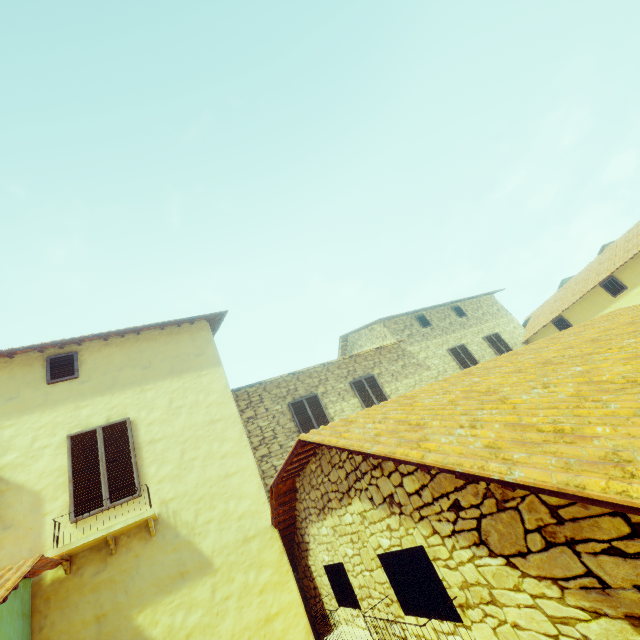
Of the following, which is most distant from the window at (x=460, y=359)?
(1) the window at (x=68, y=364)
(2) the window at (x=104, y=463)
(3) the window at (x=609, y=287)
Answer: (1) the window at (x=68, y=364)

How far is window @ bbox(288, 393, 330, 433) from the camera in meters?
10.3 m

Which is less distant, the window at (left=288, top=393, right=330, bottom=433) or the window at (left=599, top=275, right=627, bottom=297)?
the window at (left=288, top=393, right=330, bottom=433)

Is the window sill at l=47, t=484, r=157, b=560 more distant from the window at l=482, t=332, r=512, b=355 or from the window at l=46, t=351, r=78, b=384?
the window at l=482, t=332, r=512, b=355

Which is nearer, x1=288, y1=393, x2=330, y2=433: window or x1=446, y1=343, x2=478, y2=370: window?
x1=288, y1=393, x2=330, y2=433: window

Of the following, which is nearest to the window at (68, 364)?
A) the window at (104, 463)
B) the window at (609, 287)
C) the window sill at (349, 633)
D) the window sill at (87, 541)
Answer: the window at (104, 463)

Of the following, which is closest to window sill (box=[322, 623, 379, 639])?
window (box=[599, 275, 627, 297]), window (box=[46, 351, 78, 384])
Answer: window (box=[46, 351, 78, 384])

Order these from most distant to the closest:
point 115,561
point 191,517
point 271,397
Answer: point 271,397
point 191,517
point 115,561
